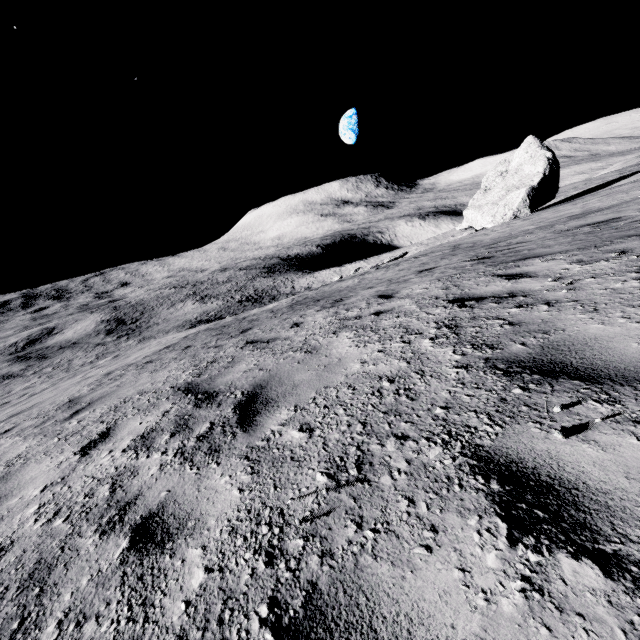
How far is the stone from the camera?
23.06m

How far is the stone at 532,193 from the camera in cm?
2306

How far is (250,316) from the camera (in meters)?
14.16
